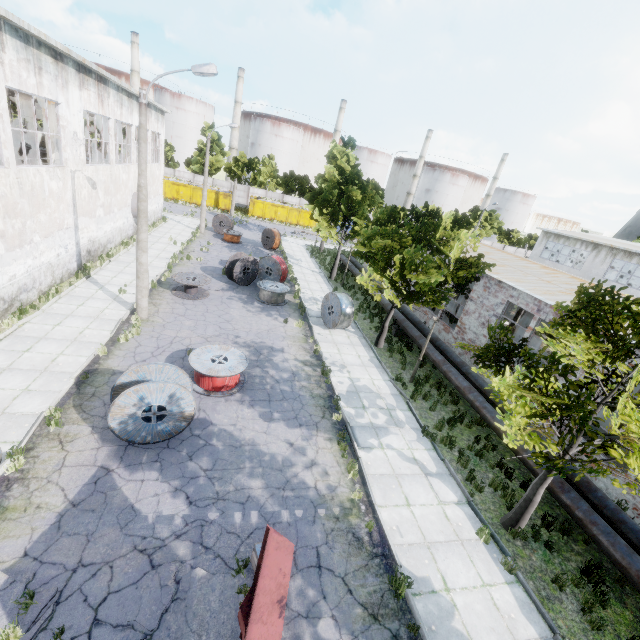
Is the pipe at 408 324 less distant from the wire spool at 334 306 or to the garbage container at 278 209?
the wire spool at 334 306

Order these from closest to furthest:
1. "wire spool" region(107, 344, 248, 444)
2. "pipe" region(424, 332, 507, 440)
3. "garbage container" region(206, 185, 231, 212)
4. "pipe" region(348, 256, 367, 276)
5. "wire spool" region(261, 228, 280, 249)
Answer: "wire spool" region(107, 344, 248, 444) → "pipe" region(424, 332, 507, 440) → "pipe" region(348, 256, 367, 276) → "wire spool" region(261, 228, 280, 249) → "garbage container" region(206, 185, 231, 212)

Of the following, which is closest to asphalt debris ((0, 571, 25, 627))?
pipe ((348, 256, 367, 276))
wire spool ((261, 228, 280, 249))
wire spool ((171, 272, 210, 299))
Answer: pipe ((348, 256, 367, 276))

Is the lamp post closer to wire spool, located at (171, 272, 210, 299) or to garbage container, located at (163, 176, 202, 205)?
wire spool, located at (171, 272, 210, 299)

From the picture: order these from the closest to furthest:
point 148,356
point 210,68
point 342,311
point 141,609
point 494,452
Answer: point 141,609 → point 210,68 → point 494,452 → point 148,356 → point 342,311

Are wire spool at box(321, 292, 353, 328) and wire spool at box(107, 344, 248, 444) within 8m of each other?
no

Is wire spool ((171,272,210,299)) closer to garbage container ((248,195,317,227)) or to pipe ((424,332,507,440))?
pipe ((424,332,507,440))

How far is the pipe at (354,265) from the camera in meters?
26.8
